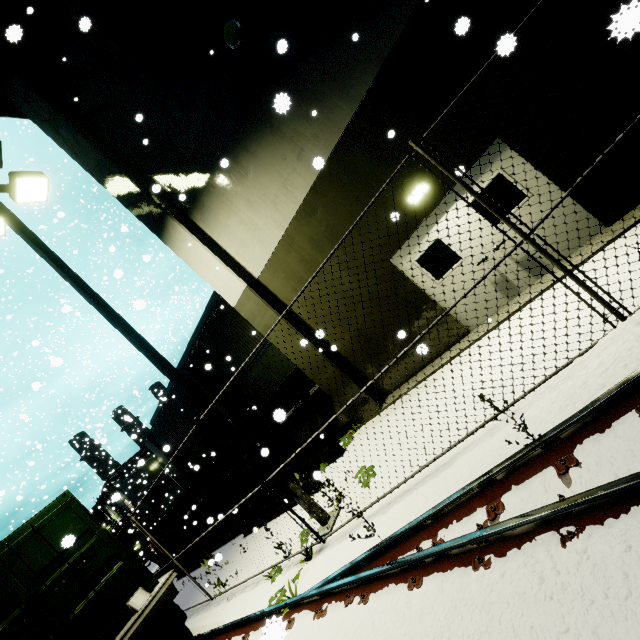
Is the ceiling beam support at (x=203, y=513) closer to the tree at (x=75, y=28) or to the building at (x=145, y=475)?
the building at (x=145, y=475)

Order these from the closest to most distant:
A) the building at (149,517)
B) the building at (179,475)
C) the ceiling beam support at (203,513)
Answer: the ceiling beam support at (203,513), the building at (179,475), the building at (149,517)

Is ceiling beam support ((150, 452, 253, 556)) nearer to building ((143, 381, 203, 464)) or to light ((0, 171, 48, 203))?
building ((143, 381, 203, 464))

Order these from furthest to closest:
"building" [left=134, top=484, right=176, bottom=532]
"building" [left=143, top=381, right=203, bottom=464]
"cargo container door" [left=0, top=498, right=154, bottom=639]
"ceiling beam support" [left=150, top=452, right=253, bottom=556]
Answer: "building" [left=134, top=484, right=176, bottom=532], "building" [left=143, top=381, right=203, bottom=464], "ceiling beam support" [left=150, top=452, right=253, bottom=556], "cargo container door" [left=0, top=498, right=154, bottom=639]

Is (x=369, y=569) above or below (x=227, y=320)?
below

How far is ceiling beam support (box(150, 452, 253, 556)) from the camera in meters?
12.4

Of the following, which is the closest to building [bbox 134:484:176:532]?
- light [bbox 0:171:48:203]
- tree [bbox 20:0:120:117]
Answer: tree [bbox 20:0:120:117]

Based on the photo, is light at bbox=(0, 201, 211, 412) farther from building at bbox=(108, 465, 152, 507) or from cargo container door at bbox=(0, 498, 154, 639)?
cargo container door at bbox=(0, 498, 154, 639)
